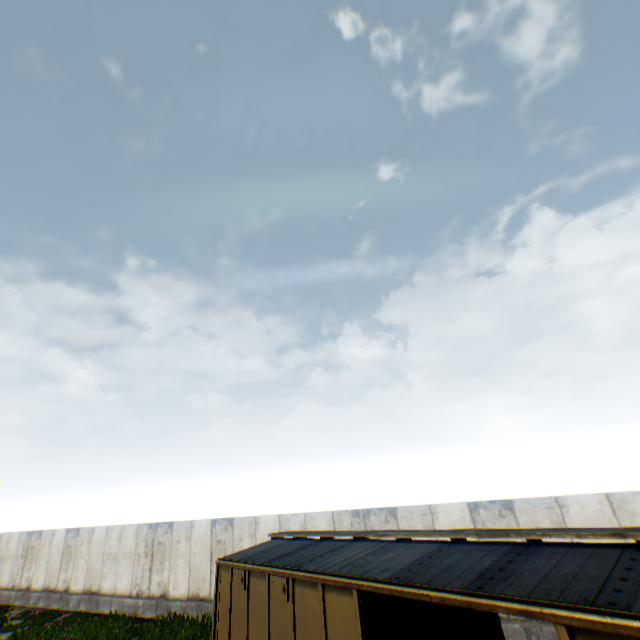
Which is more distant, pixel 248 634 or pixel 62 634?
pixel 62 634
